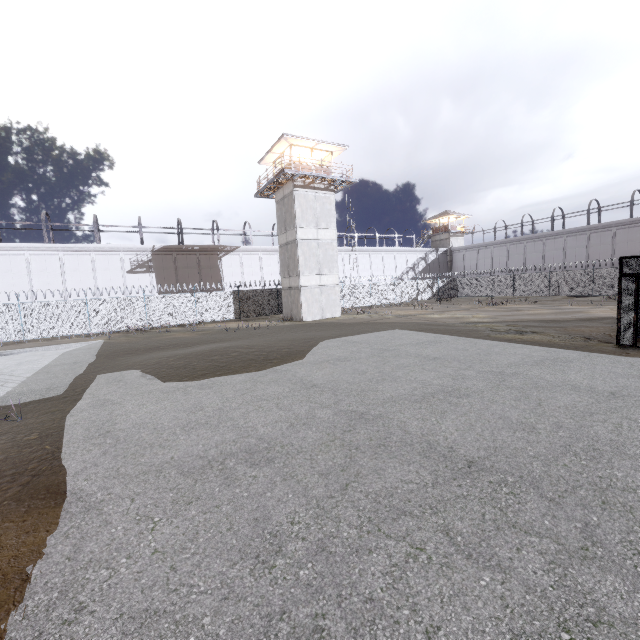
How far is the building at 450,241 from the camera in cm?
5691

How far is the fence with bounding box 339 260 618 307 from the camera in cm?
3238

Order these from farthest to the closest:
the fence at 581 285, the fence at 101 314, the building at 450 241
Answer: the building at 450 241 < the fence at 581 285 < the fence at 101 314

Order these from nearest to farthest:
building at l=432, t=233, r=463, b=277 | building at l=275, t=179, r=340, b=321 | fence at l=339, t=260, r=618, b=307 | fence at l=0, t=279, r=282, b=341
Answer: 1. fence at l=0, t=279, r=282, b=341
2. building at l=275, t=179, r=340, b=321
3. fence at l=339, t=260, r=618, b=307
4. building at l=432, t=233, r=463, b=277

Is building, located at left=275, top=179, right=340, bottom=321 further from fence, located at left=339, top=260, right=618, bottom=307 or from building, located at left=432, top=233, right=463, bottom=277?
building, located at left=432, top=233, right=463, bottom=277

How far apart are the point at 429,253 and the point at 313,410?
53.7 meters
